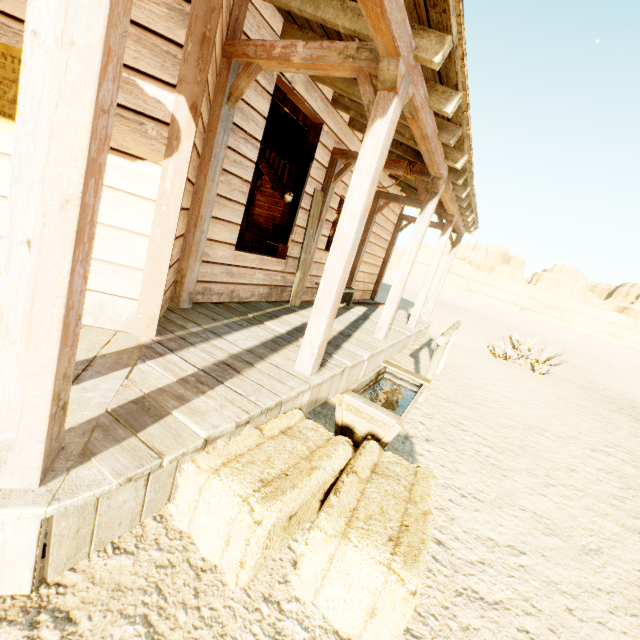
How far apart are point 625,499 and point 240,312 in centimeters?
501cm

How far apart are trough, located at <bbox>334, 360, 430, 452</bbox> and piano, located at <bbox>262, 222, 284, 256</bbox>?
5.9 meters

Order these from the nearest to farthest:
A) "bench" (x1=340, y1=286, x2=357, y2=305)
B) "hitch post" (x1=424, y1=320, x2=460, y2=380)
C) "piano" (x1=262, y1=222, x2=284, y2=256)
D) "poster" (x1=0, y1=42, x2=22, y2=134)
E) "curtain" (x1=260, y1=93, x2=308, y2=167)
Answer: "poster" (x1=0, y1=42, x2=22, y2=134) → "hitch post" (x1=424, y1=320, x2=460, y2=380) → "curtain" (x1=260, y1=93, x2=308, y2=167) → "bench" (x1=340, y1=286, x2=357, y2=305) → "piano" (x1=262, y1=222, x2=284, y2=256)

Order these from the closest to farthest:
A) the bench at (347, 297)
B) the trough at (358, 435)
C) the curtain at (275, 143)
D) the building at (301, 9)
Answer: the building at (301, 9)
the trough at (358, 435)
the curtain at (275, 143)
the bench at (347, 297)

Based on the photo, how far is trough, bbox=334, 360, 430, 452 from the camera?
2.6m

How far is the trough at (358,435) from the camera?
2.6 meters

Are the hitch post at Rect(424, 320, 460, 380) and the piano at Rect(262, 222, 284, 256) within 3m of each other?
no

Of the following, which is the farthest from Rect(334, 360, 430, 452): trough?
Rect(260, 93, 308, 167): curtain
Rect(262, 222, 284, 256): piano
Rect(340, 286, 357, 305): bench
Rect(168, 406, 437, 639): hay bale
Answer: Rect(262, 222, 284, 256): piano
